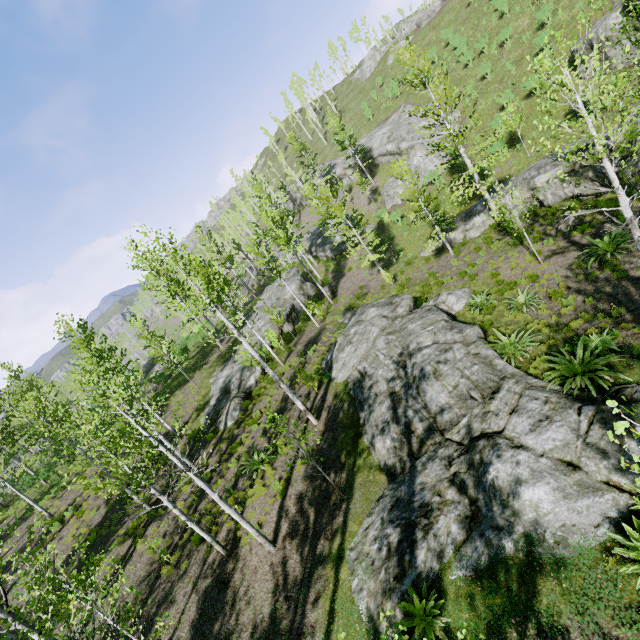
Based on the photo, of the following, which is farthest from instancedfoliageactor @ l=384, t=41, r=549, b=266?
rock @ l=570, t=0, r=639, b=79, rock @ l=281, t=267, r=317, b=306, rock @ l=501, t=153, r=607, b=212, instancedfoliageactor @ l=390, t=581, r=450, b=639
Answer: rock @ l=570, t=0, r=639, b=79

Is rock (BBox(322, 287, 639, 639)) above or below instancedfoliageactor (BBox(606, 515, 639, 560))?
below

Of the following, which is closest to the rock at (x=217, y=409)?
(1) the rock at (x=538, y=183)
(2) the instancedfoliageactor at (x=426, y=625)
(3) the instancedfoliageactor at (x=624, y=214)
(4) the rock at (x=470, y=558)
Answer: (3) the instancedfoliageactor at (x=624, y=214)

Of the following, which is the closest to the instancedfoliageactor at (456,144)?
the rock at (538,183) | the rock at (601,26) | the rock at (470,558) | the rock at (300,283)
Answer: the rock at (300,283)

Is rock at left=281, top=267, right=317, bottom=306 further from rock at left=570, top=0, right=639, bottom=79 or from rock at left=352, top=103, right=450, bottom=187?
rock at left=570, top=0, right=639, bottom=79

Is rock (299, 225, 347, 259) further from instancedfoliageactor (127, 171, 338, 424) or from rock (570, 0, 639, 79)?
rock (570, 0, 639, 79)

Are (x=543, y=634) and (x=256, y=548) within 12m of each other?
yes

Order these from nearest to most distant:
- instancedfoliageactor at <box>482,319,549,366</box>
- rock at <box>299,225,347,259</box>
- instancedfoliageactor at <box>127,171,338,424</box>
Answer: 1. instancedfoliageactor at <box>482,319,549,366</box>
2. instancedfoliageactor at <box>127,171,338,424</box>
3. rock at <box>299,225,347,259</box>
